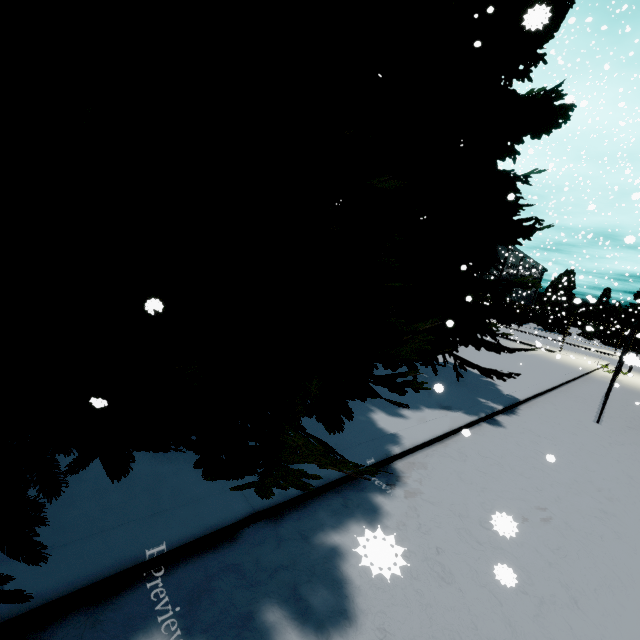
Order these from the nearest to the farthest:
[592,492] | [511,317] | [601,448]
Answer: [592,492], [601,448], [511,317]

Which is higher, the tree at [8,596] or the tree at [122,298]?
the tree at [122,298]

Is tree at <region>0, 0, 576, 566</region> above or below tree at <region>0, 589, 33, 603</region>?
above
